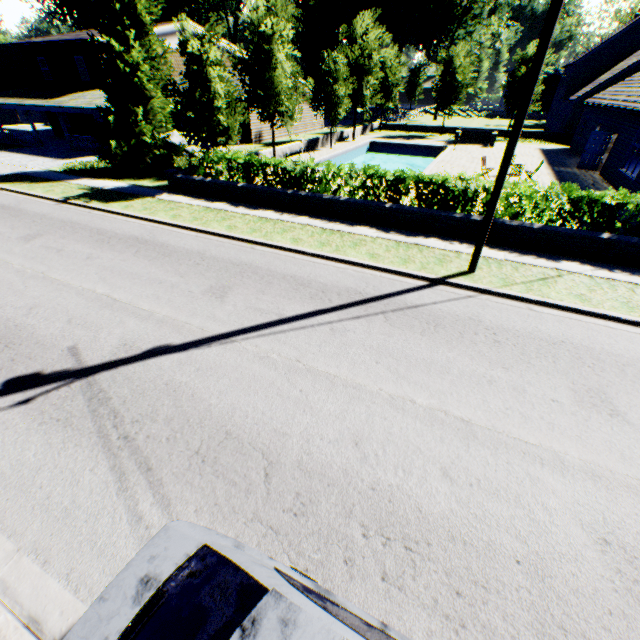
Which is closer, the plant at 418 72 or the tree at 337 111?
the tree at 337 111

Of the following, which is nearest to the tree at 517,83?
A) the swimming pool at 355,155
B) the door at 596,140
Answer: the swimming pool at 355,155

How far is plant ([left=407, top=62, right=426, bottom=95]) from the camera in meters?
58.4

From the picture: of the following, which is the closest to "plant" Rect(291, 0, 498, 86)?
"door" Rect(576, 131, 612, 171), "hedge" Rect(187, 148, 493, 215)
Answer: "hedge" Rect(187, 148, 493, 215)

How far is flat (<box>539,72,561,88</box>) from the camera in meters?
54.2

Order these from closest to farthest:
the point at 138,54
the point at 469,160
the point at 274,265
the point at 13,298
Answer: the point at 13,298 → the point at 274,265 → the point at 138,54 → the point at 469,160

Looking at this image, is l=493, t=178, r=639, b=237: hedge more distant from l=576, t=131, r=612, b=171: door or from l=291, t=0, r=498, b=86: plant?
l=576, t=131, r=612, b=171: door

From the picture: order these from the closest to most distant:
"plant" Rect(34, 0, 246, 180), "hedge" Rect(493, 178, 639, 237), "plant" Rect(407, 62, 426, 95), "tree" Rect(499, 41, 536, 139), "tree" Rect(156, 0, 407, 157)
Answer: "hedge" Rect(493, 178, 639, 237), "tree" Rect(156, 0, 407, 157), "plant" Rect(34, 0, 246, 180), "tree" Rect(499, 41, 536, 139), "plant" Rect(407, 62, 426, 95)
